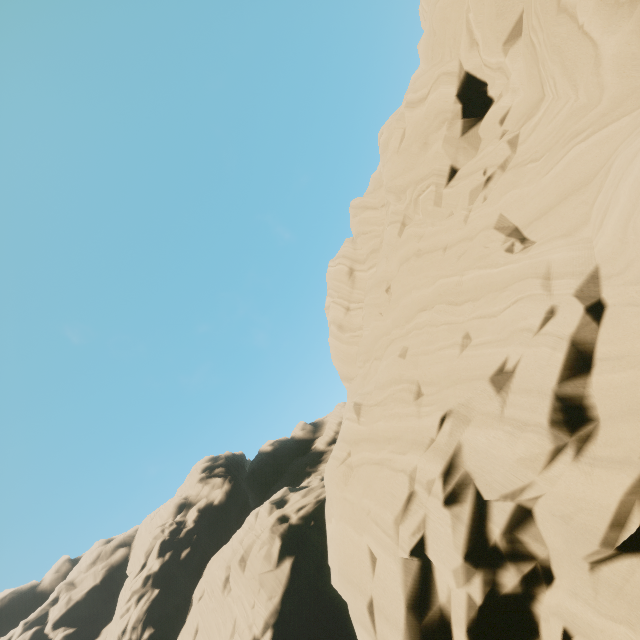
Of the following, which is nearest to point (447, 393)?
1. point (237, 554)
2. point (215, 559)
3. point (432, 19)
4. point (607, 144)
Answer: point (607, 144)
